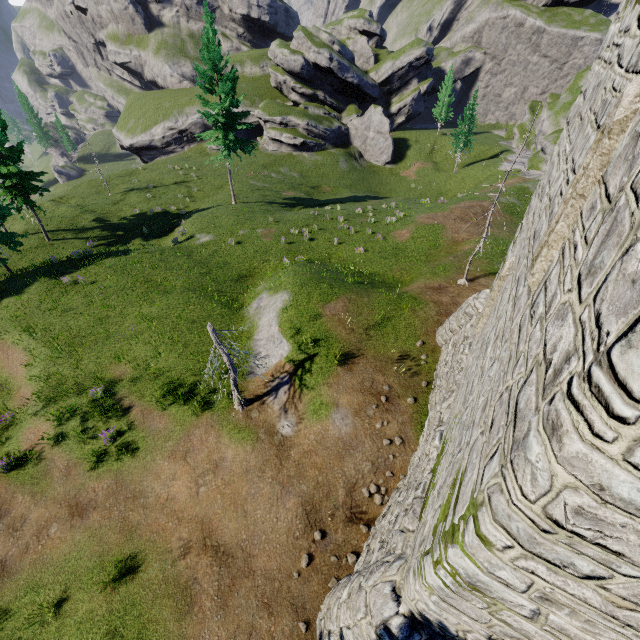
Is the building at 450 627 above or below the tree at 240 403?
above

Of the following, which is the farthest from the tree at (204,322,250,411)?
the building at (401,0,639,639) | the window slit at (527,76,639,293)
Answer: the window slit at (527,76,639,293)

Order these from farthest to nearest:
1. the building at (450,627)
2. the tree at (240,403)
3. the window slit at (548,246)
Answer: the tree at (240,403), the window slit at (548,246), the building at (450,627)

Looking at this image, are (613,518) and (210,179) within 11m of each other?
no

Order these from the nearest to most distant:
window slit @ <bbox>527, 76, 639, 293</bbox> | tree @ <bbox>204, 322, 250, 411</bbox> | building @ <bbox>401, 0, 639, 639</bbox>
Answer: building @ <bbox>401, 0, 639, 639</bbox> → window slit @ <bbox>527, 76, 639, 293</bbox> → tree @ <bbox>204, 322, 250, 411</bbox>

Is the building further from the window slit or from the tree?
the tree

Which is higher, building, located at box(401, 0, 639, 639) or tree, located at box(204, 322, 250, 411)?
building, located at box(401, 0, 639, 639)

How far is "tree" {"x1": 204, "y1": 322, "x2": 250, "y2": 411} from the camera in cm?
1104
